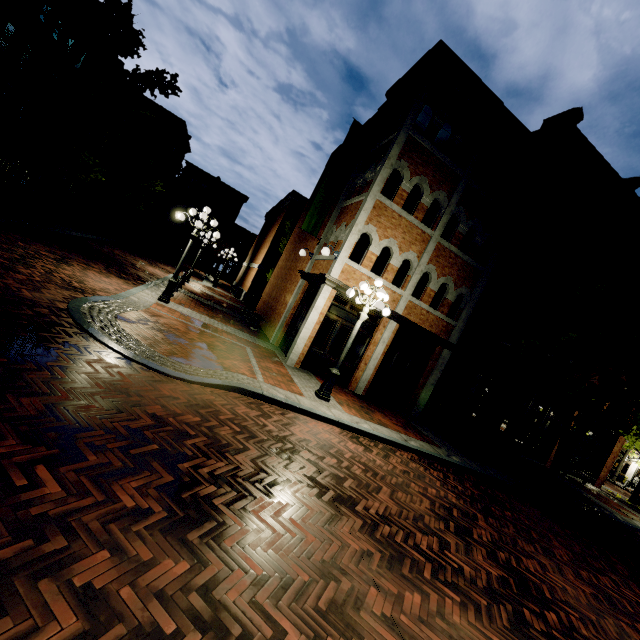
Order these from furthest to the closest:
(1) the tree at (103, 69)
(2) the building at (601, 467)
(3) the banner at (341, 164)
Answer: (2) the building at (601, 467) → (3) the banner at (341, 164) → (1) the tree at (103, 69)

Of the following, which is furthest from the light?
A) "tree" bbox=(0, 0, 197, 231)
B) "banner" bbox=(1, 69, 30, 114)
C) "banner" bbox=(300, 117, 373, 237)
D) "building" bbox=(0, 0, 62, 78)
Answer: "banner" bbox=(1, 69, 30, 114)

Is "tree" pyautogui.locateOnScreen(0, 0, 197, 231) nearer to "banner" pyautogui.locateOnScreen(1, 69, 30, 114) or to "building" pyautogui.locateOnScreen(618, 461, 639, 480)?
"building" pyautogui.locateOnScreen(618, 461, 639, 480)

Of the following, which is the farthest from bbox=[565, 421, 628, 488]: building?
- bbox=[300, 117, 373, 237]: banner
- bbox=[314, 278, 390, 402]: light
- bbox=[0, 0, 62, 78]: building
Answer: bbox=[314, 278, 390, 402]: light

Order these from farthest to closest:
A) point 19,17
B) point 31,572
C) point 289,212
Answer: point 289,212 → point 19,17 → point 31,572

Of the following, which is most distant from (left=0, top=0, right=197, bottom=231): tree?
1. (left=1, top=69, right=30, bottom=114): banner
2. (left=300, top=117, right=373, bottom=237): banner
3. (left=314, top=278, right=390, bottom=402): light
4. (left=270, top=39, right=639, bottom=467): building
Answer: (left=300, top=117, right=373, bottom=237): banner

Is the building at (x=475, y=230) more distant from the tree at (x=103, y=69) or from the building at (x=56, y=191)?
the building at (x=56, y=191)

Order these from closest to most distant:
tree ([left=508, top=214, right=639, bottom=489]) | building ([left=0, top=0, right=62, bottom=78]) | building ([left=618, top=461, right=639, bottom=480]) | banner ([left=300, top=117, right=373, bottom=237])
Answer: tree ([left=508, top=214, right=639, bottom=489]) → banner ([left=300, top=117, right=373, bottom=237]) → building ([left=0, top=0, right=62, bottom=78]) → building ([left=618, top=461, right=639, bottom=480])
